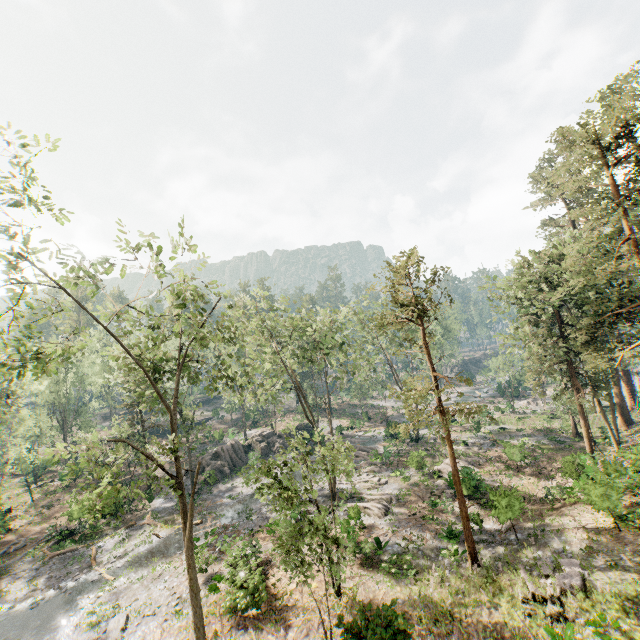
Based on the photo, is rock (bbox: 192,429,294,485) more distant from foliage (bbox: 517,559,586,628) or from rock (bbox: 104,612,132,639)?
rock (bbox: 104,612,132,639)

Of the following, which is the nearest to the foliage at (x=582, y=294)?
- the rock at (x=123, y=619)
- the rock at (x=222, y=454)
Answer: the rock at (x=222, y=454)

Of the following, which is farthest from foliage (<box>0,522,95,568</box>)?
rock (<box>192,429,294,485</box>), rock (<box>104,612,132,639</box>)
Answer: rock (<box>104,612,132,639</box>)

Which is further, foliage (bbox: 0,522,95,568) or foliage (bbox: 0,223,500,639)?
foliage (bbox: 0,522,95,568)

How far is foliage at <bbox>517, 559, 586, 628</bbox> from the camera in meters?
13.9

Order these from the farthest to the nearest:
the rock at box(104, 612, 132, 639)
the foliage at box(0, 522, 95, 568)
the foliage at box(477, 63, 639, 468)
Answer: the foliage at box(0, 522, 95, 568) < the foliage at box(477, 63, 639, 468) < the rock at box(104, 612, 132, 639)

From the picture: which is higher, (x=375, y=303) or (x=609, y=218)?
(x=609, y=218)

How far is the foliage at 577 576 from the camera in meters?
13.9 m
